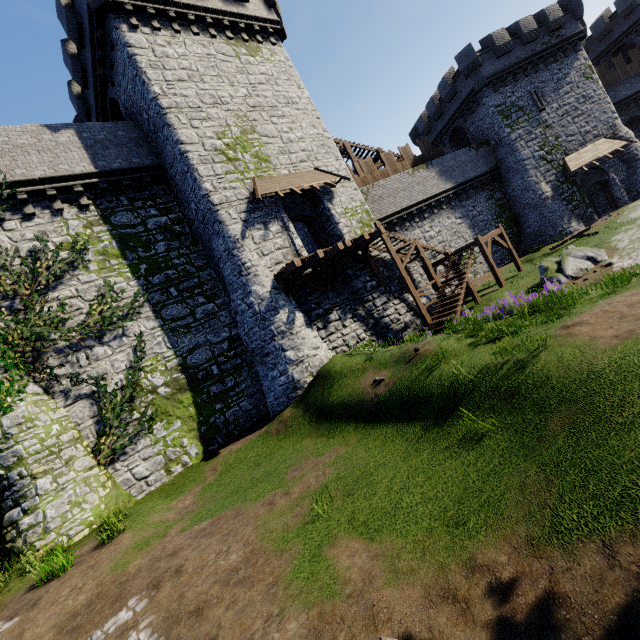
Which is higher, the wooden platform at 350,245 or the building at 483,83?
the building at 483,83

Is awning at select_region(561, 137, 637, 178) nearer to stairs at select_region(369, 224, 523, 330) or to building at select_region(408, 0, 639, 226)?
building at select_region(408, 0, 639, 226)

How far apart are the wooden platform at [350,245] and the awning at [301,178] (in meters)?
3.09

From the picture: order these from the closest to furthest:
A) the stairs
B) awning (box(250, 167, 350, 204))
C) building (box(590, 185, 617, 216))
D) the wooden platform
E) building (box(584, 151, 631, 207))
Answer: the wooden platform, awning (box(250, 167, 350, 204)), the stairs, building (box(584, 151, 631, 207)), building (box(590, 185, 617, 216))

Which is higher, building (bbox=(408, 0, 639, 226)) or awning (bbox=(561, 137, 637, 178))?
building (bbox=(408, 0, 639, 226))

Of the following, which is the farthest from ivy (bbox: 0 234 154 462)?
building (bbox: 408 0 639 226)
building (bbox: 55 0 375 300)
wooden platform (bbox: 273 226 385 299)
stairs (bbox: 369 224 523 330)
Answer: building (bbox: 408 0 639 226)

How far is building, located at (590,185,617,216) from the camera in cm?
2750

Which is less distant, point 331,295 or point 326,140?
point 331,295
